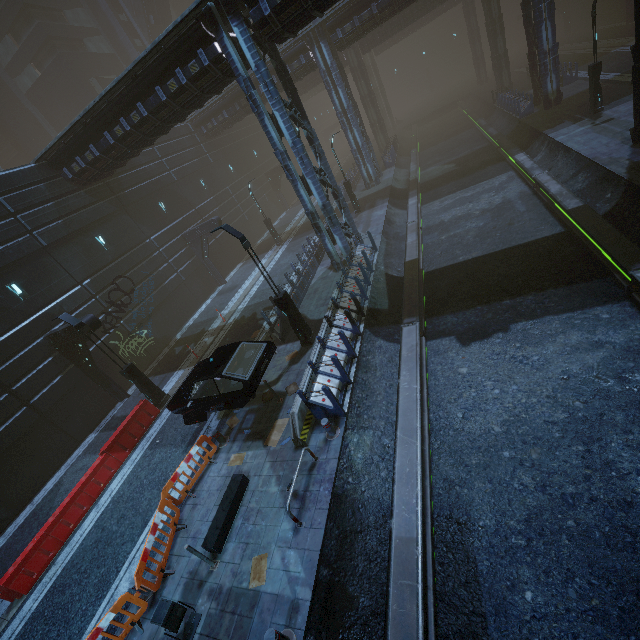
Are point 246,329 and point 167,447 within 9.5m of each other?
yes

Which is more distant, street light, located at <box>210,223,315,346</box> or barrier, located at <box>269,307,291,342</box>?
barrier, located at <box>269,307,291,342</box>

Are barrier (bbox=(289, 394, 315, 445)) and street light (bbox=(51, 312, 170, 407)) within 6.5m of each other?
no

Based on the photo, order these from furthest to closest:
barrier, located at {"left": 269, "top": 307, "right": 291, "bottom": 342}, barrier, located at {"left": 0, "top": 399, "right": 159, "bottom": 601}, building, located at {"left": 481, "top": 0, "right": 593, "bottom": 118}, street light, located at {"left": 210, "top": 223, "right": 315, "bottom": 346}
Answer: building, located at {"left": 481, "top": 0, "right": 593, "bottom": 118}
barrier, located at {"left": 269, "top": 307, "right": 291, "bottom": 342}
street light, located at {"left": 210, "top": 223, "right": 315, "bottom": 346}
barrier, located at {"left": 0, "top": 399, "right": 159, "bottom": 601}

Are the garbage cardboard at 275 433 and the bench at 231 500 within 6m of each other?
yes

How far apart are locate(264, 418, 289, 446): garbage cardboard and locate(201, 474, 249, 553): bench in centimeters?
104cm

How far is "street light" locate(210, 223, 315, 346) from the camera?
11.1 meters

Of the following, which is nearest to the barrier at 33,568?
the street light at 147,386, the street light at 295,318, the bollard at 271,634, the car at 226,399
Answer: the street light at 147,386
